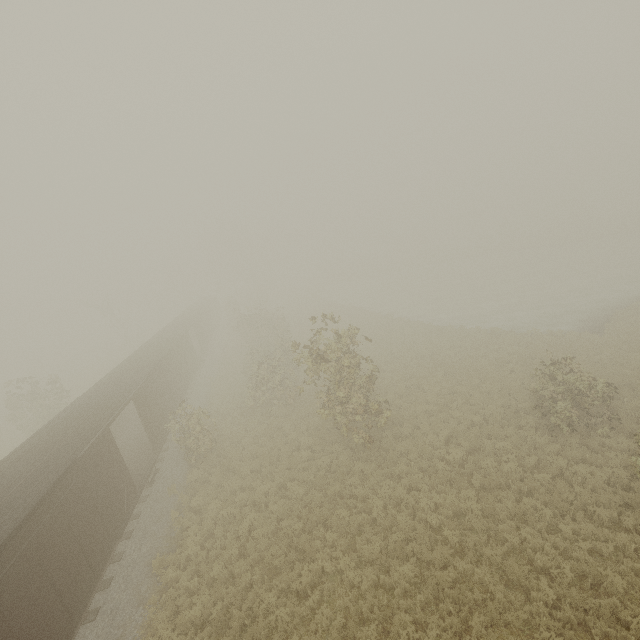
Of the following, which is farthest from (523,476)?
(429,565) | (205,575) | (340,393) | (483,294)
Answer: (483,294)
